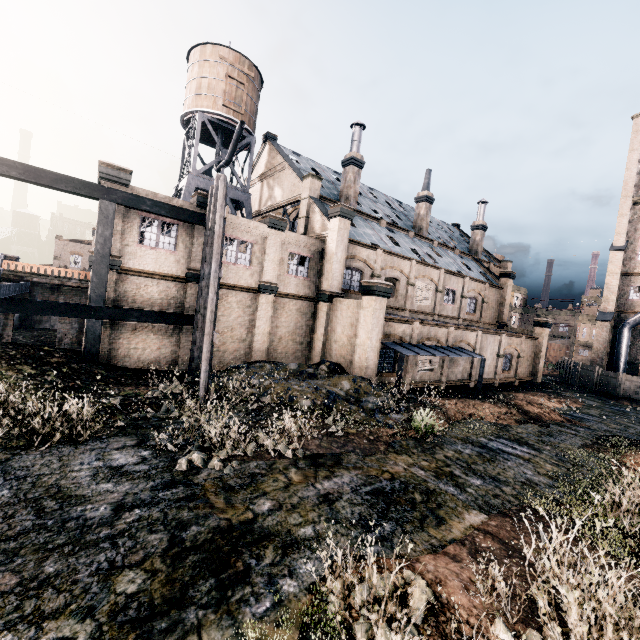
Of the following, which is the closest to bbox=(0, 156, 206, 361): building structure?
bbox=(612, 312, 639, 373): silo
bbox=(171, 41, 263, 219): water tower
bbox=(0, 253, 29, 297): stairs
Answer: bbox=(0, 253, 29, 297): stairs

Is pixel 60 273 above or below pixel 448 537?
above

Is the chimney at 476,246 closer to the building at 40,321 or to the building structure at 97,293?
the building at 40,321

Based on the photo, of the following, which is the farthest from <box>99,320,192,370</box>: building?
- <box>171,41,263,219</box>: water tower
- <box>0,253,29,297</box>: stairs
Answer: <box>171,41,263,219</box>: water tower

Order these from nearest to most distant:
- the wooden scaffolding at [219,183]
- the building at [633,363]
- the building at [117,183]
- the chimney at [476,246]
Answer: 1. the wooden scaffolding at [219,183]
2. the building at [117,183]
3. the building at [633,363]
4. the chimney at [476,246]

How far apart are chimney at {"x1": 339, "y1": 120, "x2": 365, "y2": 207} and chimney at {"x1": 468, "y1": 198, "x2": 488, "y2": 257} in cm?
2203

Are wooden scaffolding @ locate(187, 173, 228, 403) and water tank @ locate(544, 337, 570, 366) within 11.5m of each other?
no

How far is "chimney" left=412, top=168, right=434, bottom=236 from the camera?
36.53m
